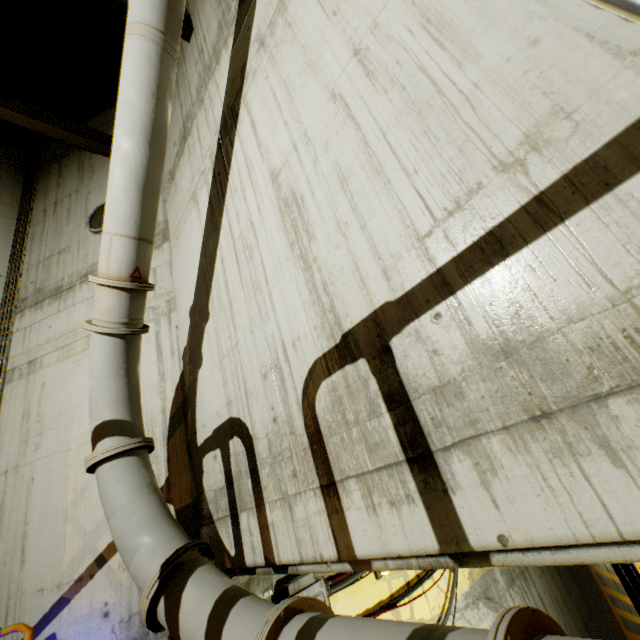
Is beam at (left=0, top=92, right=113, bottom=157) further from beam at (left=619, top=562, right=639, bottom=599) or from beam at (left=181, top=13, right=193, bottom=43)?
beam at (left=619, top=562, right=639, bottom=599)

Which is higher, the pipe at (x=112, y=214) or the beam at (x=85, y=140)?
the beam at (x=85, y=140)

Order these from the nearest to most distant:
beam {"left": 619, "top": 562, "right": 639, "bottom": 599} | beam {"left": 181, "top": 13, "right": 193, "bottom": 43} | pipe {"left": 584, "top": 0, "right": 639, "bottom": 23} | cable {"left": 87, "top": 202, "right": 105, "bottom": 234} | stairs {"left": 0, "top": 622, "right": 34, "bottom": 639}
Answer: pipe {"left": 584, "top": 0, "right": 639, "bottom": 23}
stairs {"left": 0, "top": 622, "right": 34, "bottom": 639}
beam {"left": 181, "top": 13, "right": 193, "bottom": 43}
cable {"left": 87, "top": 202, "right": 105, "bottom": 234}
beam {"left": 619, "top": 562, "right": 639, "bottom": 599}

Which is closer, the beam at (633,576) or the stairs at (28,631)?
the stairs at (28,631)

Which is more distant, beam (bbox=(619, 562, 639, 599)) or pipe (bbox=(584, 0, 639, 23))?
beam (bbox=(619, 562, 639, 599))

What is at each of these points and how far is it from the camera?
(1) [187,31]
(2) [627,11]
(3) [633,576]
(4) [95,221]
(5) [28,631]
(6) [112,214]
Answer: (1) beam, 6.1m
(2) pipe, 1.2m
(3) beam, 10.0m
(4) cable, 6.9m
(5) stairs, 3.7m
(6) pipe, 3.4m

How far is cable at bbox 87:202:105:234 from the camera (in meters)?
6.72

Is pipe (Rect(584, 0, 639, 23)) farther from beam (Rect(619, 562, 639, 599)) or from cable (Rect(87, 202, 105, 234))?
cable (Rect(87, 202, 105, 234))
